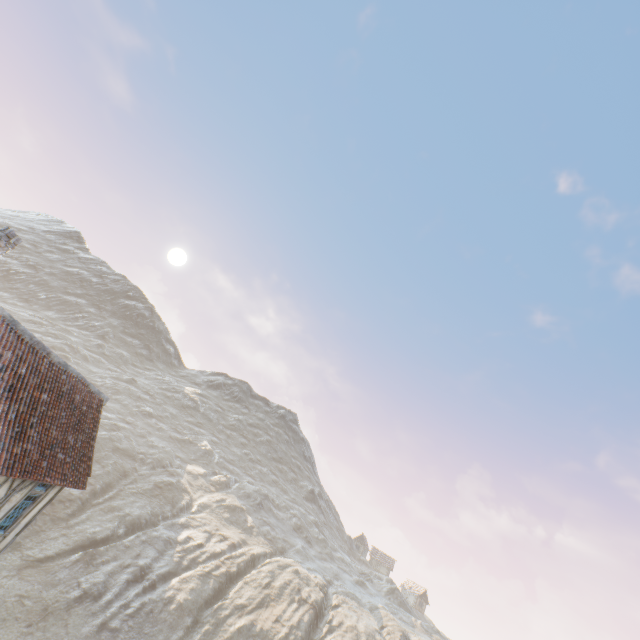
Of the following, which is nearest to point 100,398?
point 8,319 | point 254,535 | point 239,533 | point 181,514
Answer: point 8,319

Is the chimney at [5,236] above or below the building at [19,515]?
above

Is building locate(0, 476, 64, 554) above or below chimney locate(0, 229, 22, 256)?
below
